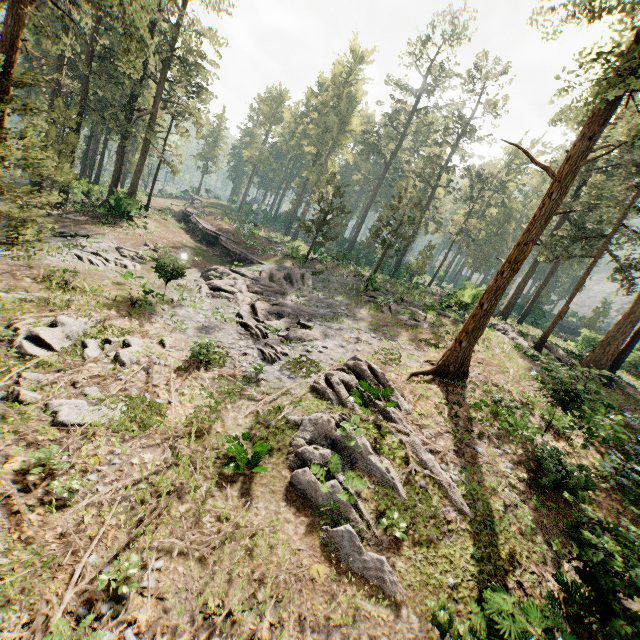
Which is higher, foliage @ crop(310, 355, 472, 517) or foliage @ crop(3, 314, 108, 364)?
foliage @ crop(310, 355, 472, 517)

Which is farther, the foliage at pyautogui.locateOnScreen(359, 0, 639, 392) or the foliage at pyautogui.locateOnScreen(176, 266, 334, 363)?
the foliage at pyautogui.locateOnScreen(176, 266, 334, 363)

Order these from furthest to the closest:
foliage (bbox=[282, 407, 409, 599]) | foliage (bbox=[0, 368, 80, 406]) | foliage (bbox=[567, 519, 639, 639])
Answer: foliage (bbox=[0, 368, 80, 406])
foliage (bbox=[282, 407, 409, 599])
foliage (bbox=[567, 519, 639, 639])

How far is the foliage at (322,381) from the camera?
10.16m

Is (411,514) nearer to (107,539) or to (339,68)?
(107,539)

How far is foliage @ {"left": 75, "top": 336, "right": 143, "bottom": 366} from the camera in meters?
11.6
